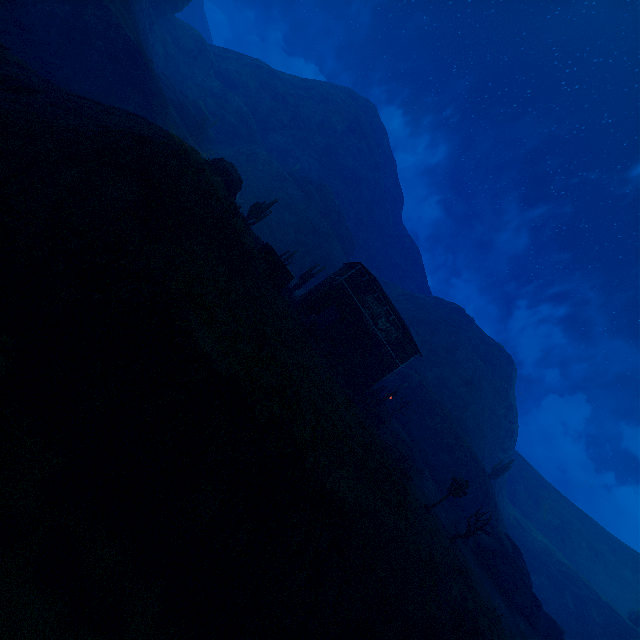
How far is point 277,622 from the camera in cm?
1070

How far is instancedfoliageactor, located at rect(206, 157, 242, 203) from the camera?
20.5m

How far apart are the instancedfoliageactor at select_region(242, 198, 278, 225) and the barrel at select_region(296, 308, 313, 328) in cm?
1200

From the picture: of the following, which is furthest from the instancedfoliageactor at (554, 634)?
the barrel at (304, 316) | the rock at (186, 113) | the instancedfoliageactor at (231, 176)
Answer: the rock at (186, 113)

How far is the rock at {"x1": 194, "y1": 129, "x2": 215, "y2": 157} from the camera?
53.8 meters

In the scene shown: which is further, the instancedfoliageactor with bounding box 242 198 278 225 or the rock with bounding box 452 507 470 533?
the instancedfoliageactor with bounding box 242 198 278 225

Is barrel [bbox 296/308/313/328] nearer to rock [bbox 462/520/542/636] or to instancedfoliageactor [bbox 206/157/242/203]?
instancedfoliageactor [bbox 206/157/242/203]

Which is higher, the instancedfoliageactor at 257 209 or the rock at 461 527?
the instancedfoliageactor at 257 209
